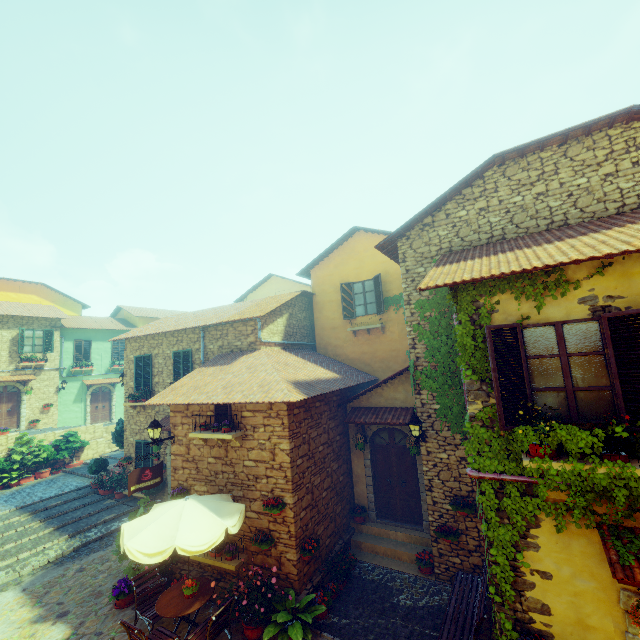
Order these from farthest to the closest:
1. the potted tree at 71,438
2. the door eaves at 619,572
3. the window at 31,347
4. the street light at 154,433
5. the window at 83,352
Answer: the window at 83,352 → the window at 31,347 → the potted tree at 71,438 → the street light at 154,433 → the door eaves at 619,572

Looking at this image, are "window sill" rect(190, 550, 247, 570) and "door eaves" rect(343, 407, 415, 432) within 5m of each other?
yes

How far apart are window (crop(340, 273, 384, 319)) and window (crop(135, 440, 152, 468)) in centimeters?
984cm

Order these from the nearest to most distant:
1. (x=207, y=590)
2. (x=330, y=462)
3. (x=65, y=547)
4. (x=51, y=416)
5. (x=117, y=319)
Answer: (x=207, y=590) < (x=330, y=462) < (x=65, y=547) < (x=51, y=416) < (x=117, y=319)

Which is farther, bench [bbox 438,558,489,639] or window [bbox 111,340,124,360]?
window [bbox 111,340,124,360]

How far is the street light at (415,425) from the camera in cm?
799

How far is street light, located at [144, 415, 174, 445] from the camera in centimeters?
897cm

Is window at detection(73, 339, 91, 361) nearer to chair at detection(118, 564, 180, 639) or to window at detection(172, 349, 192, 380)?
window at detection(172, 349, 192, 380)
